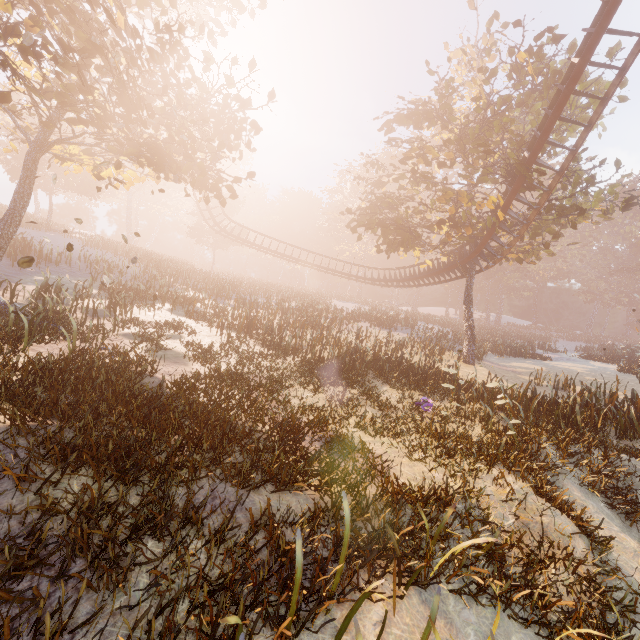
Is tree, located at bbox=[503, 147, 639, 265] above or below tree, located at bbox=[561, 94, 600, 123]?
below

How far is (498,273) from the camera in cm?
5641

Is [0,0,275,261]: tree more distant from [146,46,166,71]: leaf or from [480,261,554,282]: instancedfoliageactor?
[480,261,554,282]: instancedfoliageactor

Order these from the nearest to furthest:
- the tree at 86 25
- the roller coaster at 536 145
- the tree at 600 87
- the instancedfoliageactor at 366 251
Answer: the tree at 86 25
the roller coaster at 536 145
the tree at 600 87
the instancedfoliageactor at 366 251

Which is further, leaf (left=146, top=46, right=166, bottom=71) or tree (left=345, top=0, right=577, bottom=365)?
tree (left=345, top=0, right=577, bottom=365)

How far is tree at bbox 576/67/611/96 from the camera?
15.9 meters

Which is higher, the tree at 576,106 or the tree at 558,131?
the tree at 576,106
